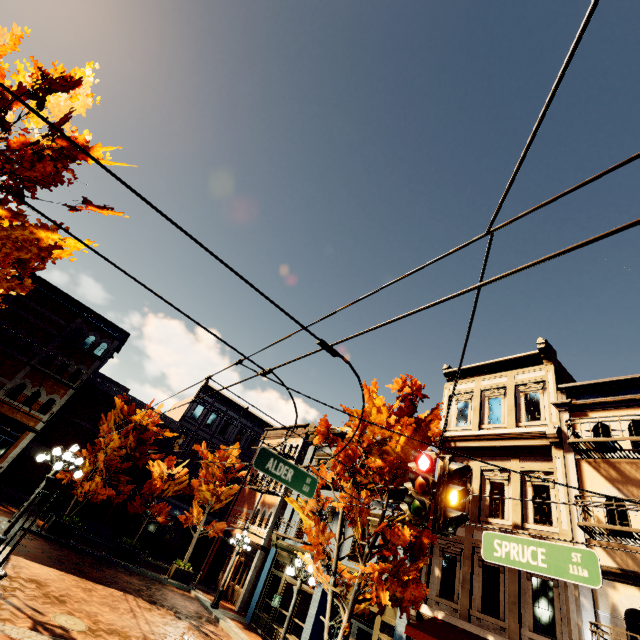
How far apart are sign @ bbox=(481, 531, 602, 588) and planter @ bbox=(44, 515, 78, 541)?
20.8 meters

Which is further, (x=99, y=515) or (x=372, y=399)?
(x=99, y=515)

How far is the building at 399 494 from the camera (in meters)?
15.24

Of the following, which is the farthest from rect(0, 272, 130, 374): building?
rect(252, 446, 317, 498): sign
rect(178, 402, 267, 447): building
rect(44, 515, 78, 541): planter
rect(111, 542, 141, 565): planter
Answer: rect(252, 446, 317, 498): sign

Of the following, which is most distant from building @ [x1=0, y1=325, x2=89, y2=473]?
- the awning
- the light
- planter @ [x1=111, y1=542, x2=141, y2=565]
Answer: the light

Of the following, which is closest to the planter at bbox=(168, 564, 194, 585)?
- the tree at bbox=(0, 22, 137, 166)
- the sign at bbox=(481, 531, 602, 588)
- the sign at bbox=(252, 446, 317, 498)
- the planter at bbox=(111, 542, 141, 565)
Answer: the tree at bbox=(0, 22, 137, 166)

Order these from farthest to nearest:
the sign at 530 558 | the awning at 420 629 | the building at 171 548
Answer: the building at 171 548, the awning at 420 629, the sign at 530 558

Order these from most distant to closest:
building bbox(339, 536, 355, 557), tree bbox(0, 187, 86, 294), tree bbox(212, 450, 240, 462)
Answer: tree bbox(212, 450, 240, 462)
building bbox(339, 536, 355, 557)
tree bbox(0, 187, 86, 294)
